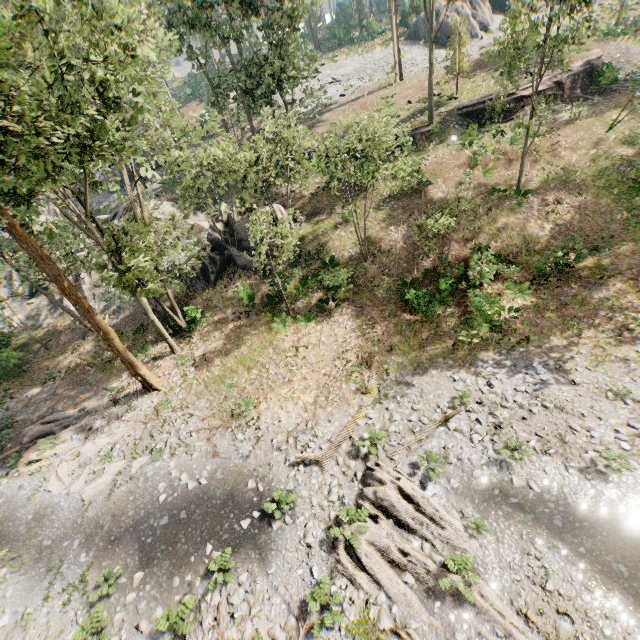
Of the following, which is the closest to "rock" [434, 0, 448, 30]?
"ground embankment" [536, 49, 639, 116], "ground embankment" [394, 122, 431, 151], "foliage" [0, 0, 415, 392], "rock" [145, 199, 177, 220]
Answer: "foliage" [0, 0, 415, 392]

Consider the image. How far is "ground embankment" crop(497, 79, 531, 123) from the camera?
27.9 meters

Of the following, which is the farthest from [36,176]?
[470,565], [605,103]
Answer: [605,103]

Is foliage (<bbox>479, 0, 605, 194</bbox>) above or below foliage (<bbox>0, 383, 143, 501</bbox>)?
above

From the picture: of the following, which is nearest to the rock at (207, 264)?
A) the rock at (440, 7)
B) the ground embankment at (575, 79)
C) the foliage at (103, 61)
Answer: the foliage at (103, 61)

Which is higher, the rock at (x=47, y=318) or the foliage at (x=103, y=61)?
the foliage at (x=103, y=61)

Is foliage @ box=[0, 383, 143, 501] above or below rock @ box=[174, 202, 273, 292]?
below

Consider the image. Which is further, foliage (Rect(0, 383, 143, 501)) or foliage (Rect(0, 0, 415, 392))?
foliage (Rect(0, 383, 143, 501))
